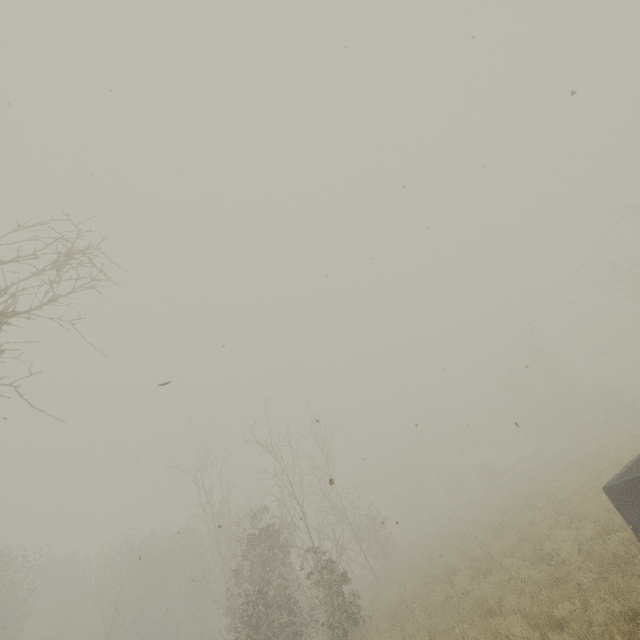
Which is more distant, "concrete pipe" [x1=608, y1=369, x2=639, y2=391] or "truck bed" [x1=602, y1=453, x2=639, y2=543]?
"concrete pipe" [x1=608, y1=369, x2=639, y2=391]

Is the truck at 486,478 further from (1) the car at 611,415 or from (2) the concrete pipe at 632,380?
(2) the concrete pipe at 632,380

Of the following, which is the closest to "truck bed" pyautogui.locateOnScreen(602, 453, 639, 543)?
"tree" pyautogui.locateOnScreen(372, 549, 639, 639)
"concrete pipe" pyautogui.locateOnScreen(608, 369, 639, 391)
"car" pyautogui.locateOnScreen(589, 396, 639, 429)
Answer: "tree" pyautogui.locateOnScreen(372, 549, 639, 639)

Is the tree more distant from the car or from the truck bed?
the car

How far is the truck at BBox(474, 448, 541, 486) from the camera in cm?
3622

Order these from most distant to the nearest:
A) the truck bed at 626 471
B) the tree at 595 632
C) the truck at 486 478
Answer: the truck at 486 478 < the truck bed at 626 471 < the tree at 595 632

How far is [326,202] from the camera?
7.2 meters
